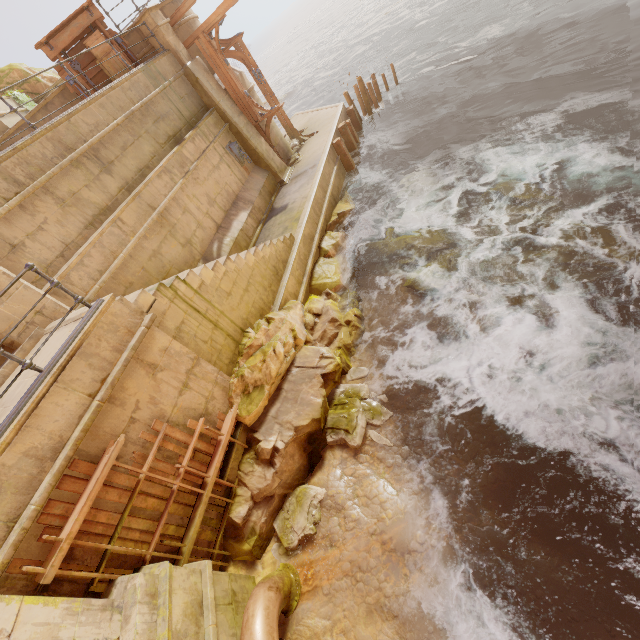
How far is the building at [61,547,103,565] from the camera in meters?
4.1

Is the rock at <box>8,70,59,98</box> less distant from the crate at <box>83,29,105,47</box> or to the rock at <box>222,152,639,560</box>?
the crate at <box>83,29,105,47</box>

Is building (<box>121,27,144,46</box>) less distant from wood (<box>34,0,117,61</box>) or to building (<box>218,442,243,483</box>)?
wood (<box>34,0,117,61</box>)

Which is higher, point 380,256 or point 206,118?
point 206,118

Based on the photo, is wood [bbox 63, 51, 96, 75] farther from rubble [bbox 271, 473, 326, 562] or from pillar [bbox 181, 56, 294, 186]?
rubble [bbox 271, 473, 326, 562]

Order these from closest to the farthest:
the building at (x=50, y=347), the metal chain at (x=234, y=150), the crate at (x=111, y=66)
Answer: the building at (x=50, y=347), the crate at (x=111, y=66), the metal chain at (x=234, y=150)

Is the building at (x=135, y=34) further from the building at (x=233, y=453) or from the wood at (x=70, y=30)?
the building at (x=233, y=453)

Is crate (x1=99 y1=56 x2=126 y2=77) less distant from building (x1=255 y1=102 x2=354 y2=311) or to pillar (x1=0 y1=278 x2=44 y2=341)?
building (x1=255 y1=102 x2=354 y2=311)
